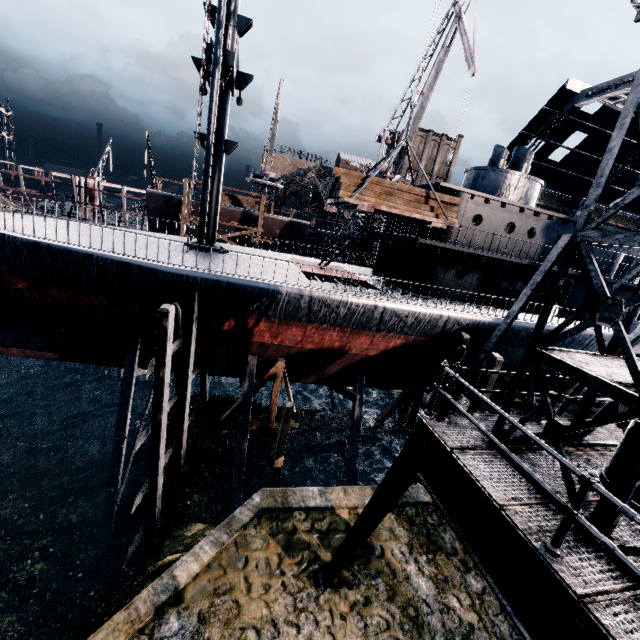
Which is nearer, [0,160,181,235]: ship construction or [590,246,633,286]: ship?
[590,246,633,286]: ship

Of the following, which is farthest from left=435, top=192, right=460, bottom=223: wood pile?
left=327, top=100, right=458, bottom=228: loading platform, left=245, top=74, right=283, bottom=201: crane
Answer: left=245, top=74, right=283, bottom=201: crane

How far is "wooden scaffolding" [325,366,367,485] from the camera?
17.98m

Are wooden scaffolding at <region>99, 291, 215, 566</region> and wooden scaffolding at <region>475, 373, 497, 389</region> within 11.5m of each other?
no

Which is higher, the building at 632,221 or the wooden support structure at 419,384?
the building at 632,221

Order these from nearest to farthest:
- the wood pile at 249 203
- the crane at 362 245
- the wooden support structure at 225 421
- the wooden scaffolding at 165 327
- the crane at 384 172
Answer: the wooden scaffolding at 165 327, the wooden support structure at 225 421, the crane at 384 172, the crane at 362 245, the wood pile at 249 203

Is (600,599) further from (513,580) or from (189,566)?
(189,566)

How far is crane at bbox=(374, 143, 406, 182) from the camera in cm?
3155
